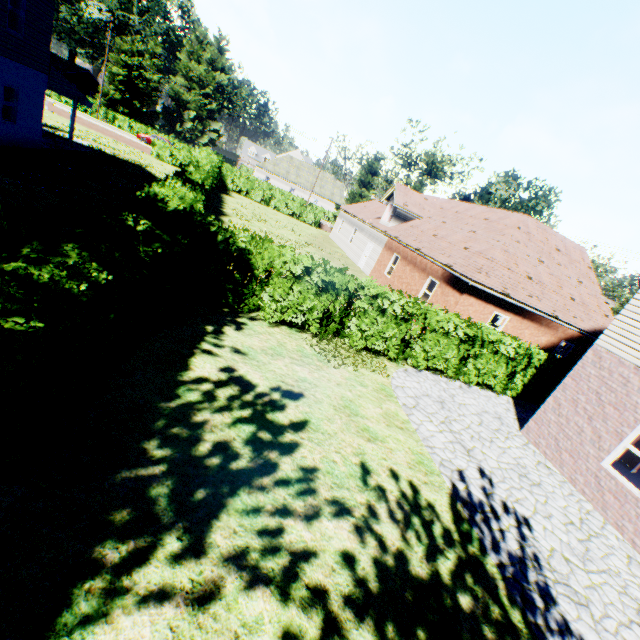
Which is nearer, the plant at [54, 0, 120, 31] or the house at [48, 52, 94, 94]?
the house at [48, 52, 94, 94]

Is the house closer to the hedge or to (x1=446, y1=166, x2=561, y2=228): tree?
(x1=446, y1=166, x2=561, y2=228): tree

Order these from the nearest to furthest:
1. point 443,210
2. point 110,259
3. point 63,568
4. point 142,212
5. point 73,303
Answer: point 63,568 < point 73,303 < point 110,259 < point 142,212 < point 443,210

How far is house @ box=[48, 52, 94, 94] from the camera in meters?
53.7 m

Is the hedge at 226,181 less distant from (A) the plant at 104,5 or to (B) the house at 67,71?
(A) the plant at 104,5

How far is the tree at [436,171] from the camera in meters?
39.3 m

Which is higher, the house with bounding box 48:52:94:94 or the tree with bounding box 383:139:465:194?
the tree with bounding box 383:139:465:194
